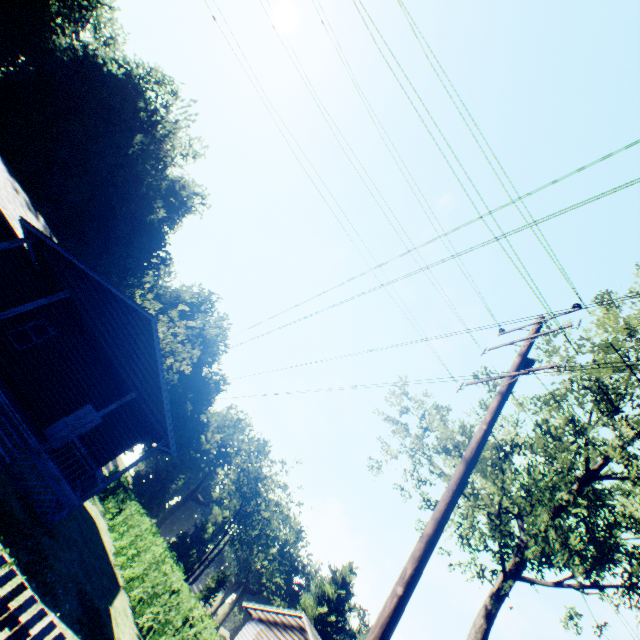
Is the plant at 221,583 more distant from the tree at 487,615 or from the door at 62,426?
the door at 62,426

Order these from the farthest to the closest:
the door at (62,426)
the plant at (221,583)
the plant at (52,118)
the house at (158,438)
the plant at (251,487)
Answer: the plant at (221,583), the plant at (251,487), the plant at (52,118), the door at (62,426), the house at (158,438)

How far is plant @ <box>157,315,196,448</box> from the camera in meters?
46.8 m

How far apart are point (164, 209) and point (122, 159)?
7.18m

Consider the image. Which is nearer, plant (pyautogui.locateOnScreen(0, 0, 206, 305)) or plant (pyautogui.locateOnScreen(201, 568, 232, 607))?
plant (pyautogui.locateOnScreen(0, 0, 206, 305))

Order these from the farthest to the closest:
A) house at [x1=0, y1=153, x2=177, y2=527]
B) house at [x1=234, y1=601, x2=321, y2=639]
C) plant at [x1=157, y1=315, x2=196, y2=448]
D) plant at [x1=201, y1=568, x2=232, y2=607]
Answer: plant at [x1=201, y1=568, x2=232, y2=607] < plant at [x1=157, y1=315, x2=196, y2=448] < house at [x1=234, y1=601, x2=321, y2=639] < house at [x1=0, y1=153, x2=177, y2=527]

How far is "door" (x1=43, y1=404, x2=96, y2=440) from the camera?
15.7 meters
